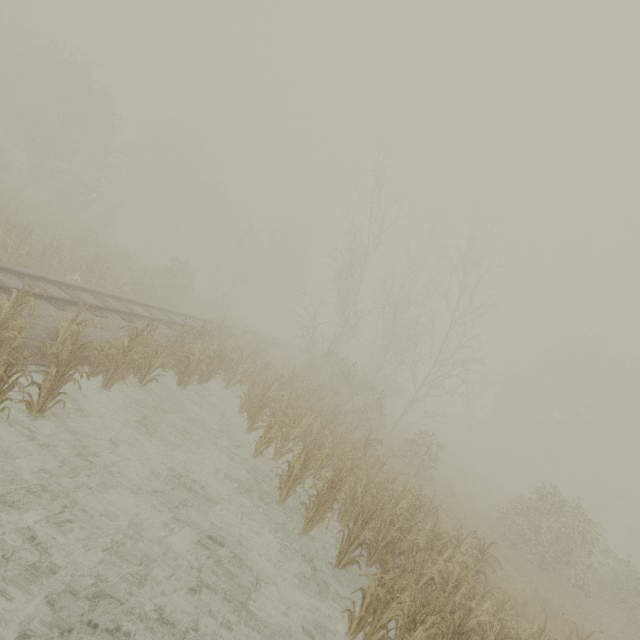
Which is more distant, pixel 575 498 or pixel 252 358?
pixel 575 498
